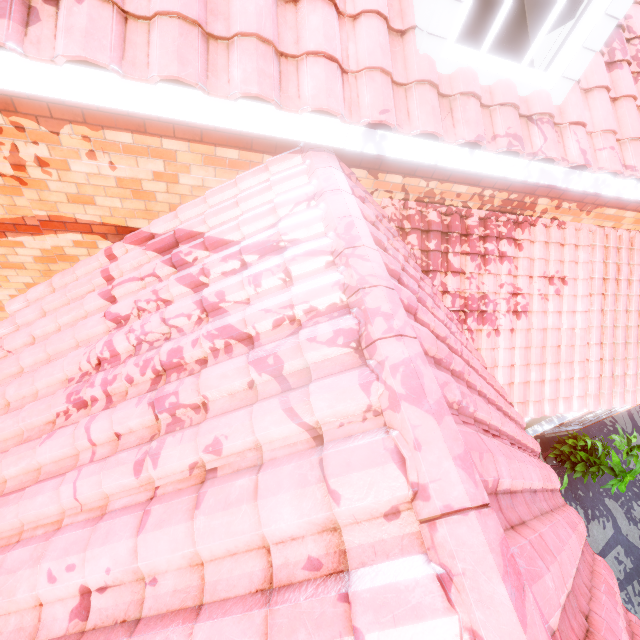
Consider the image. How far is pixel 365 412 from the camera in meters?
1.8
